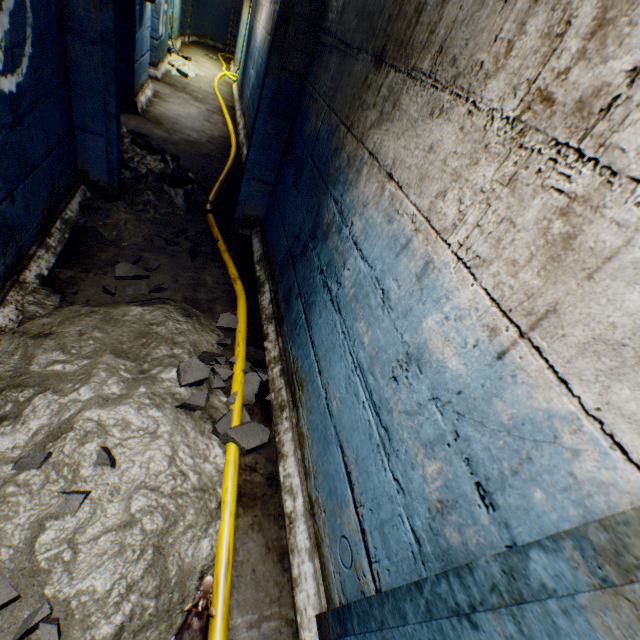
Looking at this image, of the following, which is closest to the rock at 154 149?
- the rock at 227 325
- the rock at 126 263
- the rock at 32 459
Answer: the rock at 126 263

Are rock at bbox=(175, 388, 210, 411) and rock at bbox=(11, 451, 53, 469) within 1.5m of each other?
yes

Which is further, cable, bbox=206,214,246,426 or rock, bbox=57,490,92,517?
cable, bbox=206,214,246,426

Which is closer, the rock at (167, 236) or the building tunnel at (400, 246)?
the building tunnel at (400, 246)

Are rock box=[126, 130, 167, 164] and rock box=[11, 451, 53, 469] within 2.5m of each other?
no

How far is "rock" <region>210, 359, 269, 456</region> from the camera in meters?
1.9

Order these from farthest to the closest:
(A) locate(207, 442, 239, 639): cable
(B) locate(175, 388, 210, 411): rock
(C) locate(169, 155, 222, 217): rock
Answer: (C) locate(169, 155, 222, 217): rock < (B) locate(175, 388, 210, 411): rock < (A) locate(207, 442, 239, 639): cable

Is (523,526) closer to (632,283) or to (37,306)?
(632,283)
